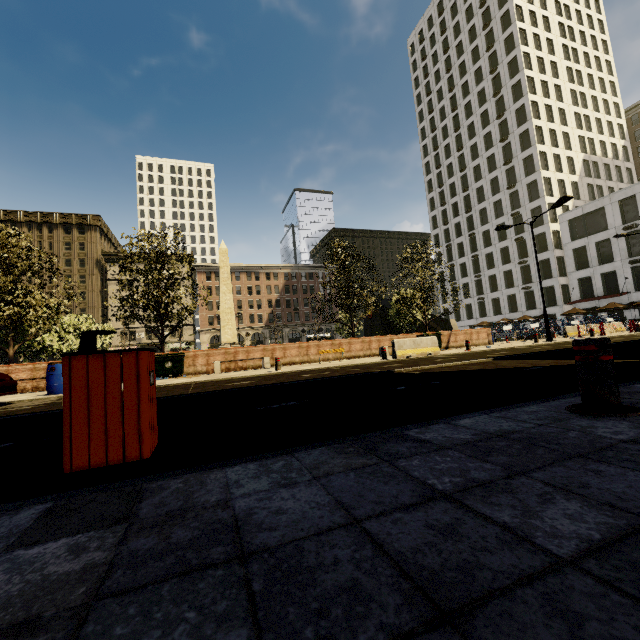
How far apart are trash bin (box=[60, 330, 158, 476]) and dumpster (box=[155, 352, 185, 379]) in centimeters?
1332cm

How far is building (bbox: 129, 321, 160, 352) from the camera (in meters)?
58.06

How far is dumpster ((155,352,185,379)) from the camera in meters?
14.7 m

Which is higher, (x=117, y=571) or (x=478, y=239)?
Result: (x=478, y=239)

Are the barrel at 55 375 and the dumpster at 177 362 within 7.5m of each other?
yes

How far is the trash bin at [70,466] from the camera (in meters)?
2.08

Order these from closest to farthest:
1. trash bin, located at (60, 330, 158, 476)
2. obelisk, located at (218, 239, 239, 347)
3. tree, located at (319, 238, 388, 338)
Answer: trash bin, located at (60, 330, 158, 476) < tree, located at (319, 238, 388, 338) < obelisk, located at (218, 239, 239, 347)

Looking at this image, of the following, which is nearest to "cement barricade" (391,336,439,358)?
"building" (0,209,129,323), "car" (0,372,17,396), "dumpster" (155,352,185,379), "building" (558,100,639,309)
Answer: "dumpster" (155,352,185,379)
